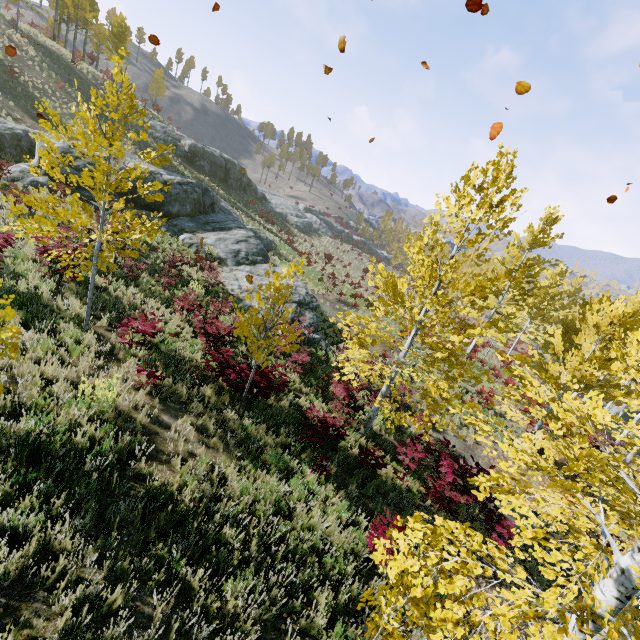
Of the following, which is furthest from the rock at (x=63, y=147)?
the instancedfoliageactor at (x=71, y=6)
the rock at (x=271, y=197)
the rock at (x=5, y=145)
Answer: the rock at (x=271, y=197)

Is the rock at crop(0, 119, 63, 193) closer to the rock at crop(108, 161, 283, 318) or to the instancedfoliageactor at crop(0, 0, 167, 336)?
the rock at crop(108, 161, 283, 318)

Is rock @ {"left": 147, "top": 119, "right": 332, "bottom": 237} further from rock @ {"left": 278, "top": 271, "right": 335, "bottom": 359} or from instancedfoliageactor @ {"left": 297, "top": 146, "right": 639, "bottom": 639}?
instancedfoliageactor @ {"left": 297, "top": 146, "right": 639, "bottom": 639}

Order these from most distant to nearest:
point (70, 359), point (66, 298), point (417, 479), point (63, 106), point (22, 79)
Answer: point (63, 106) < point (22, 79) < point (417, 479) < point (66, 298) < point (70, 359)

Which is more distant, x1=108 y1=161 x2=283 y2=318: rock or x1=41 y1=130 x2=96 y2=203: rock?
x1=108 y1=161 x2=283 y2=318: rock

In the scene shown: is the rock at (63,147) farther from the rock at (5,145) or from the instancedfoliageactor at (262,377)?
the instancedfoliageactor at (262,377)

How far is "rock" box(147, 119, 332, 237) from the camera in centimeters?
3588cm
